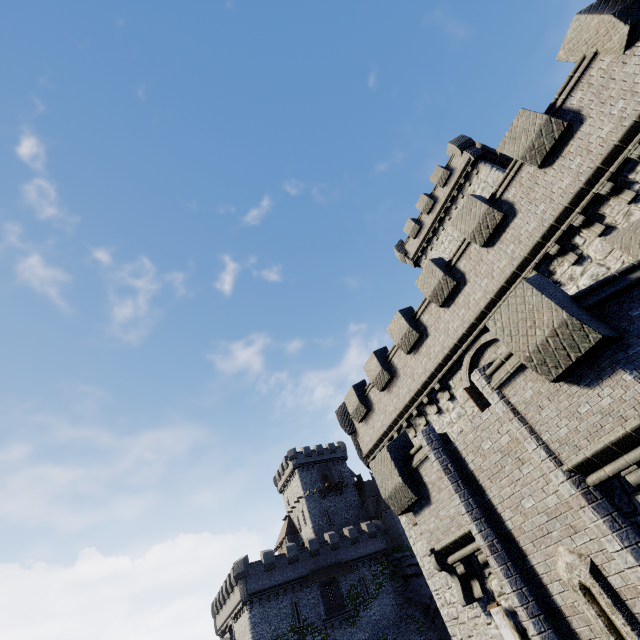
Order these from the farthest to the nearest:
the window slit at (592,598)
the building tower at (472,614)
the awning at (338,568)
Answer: the awning at (338,568)
the building tower at (472,614)
the window slit at (592,598)

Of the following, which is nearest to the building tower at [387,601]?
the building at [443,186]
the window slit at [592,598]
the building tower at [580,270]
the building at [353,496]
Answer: the building at [353,496]

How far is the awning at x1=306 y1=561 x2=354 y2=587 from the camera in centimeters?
3834cm

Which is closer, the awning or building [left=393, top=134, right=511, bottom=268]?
building [left=393, top=134, right=511, bottom=268]

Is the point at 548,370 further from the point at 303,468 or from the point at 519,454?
the point at 303,468

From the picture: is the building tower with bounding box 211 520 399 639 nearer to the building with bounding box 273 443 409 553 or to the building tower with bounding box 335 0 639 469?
the building with bounding box 273 443 409 553

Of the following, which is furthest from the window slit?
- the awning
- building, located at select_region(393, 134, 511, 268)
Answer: the awning
